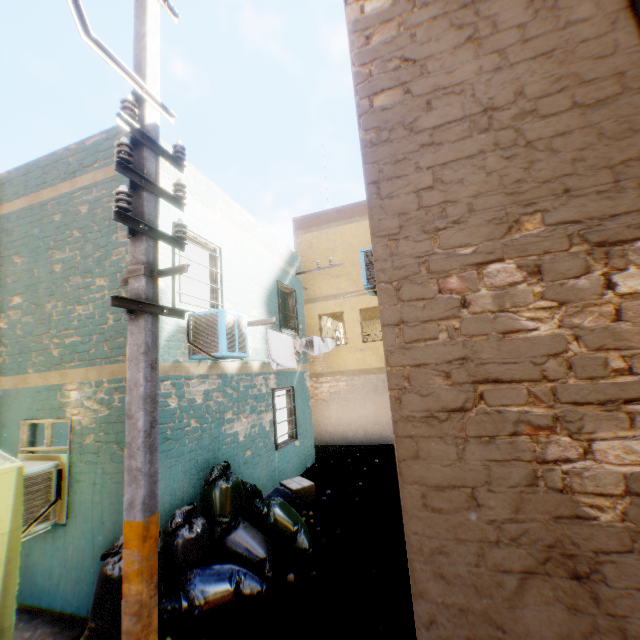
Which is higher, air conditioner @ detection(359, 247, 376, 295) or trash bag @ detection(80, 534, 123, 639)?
air conditioner @ detection(359, 247, 376, 295)

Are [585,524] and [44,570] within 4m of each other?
no

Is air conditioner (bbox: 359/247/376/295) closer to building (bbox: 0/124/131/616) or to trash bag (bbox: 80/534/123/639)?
building (bbox: 0/124/131/616)

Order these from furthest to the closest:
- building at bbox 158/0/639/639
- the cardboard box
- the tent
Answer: the cardboard box → the tent → building at bbox 158/0/639/639

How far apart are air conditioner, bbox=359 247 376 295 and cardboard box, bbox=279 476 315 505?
4.2m

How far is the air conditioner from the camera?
6.22m

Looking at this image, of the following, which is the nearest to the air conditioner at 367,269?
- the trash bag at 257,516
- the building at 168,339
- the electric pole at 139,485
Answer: the building at 168,339

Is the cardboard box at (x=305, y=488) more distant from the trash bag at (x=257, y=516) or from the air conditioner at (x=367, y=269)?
the air conditioner at (x=367, y=269)
